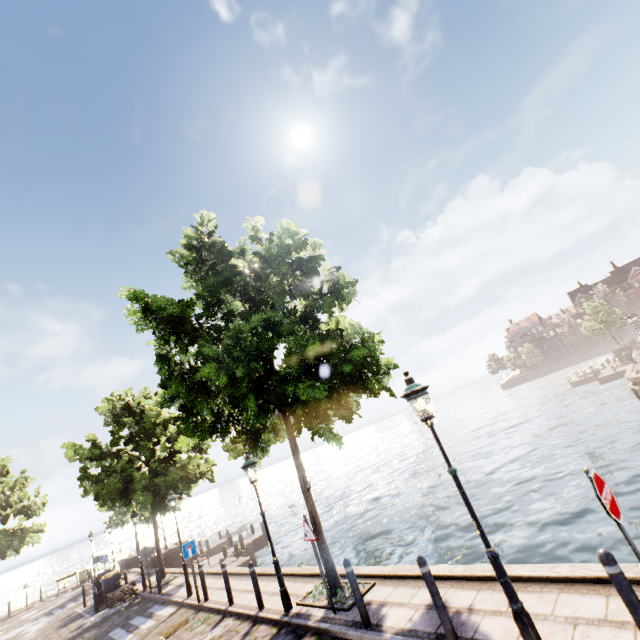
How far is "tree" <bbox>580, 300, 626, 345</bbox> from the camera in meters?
43.0 m

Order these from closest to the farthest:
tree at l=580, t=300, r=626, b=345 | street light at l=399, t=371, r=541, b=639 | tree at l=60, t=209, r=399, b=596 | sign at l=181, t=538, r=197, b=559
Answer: street light at l=399, t=371, r=541, b=639
tree at l=60, t=209, r=399, b=596
sign at l=181, t=538, r=197, b=559
tree at l=580, t=300, r=626, b=345

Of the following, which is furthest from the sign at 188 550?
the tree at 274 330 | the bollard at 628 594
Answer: the bollard at 628 594

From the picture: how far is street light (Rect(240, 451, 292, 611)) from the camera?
8.0m

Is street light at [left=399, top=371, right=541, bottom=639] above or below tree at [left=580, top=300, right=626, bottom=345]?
below

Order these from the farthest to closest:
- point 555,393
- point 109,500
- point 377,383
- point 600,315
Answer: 1. point 555,393
2. point 600,315
3. point 109,500
4. point 377,383

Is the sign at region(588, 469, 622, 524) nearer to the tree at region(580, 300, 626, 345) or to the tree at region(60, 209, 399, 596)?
the tree at region(60, 209, 399, 596)

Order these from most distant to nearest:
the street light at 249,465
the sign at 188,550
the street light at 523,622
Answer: the sign at 188,550 < the street light at 249,465 < the street light at 523,622
